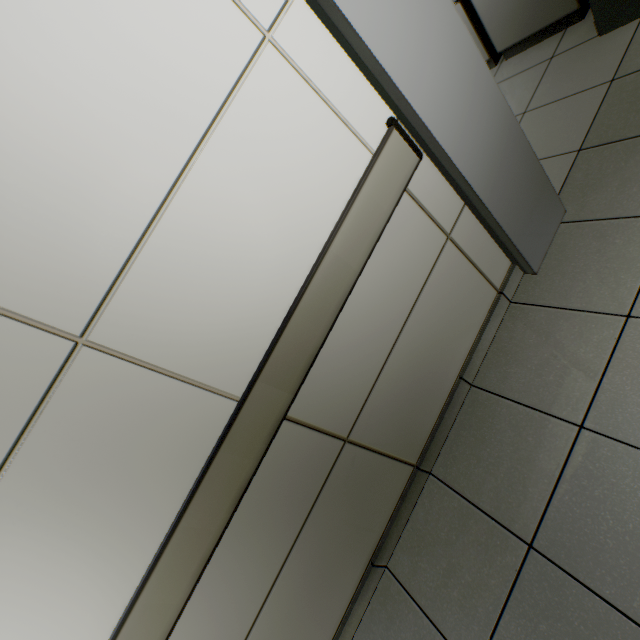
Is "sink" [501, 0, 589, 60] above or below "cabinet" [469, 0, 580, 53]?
below

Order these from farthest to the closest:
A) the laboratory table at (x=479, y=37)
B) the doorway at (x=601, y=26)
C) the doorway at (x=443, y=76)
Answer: the laboratory table at (x=479, y=37) < the doorway at (x=601, y=26) < the doorway at (x=443, y=76)

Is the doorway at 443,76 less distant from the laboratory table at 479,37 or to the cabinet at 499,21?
the cabinet at 499,21

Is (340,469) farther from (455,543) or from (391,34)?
(391,34)

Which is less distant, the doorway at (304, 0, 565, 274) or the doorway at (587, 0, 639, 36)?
the doorway at (304, 0, 565, 274)

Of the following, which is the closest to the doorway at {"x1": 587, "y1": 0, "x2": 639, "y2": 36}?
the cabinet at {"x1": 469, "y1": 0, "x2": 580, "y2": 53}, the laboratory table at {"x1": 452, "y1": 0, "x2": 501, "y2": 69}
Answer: the cabinet at {"x1": 469, "y1": 0, "x2": 580, "y2": 53}
